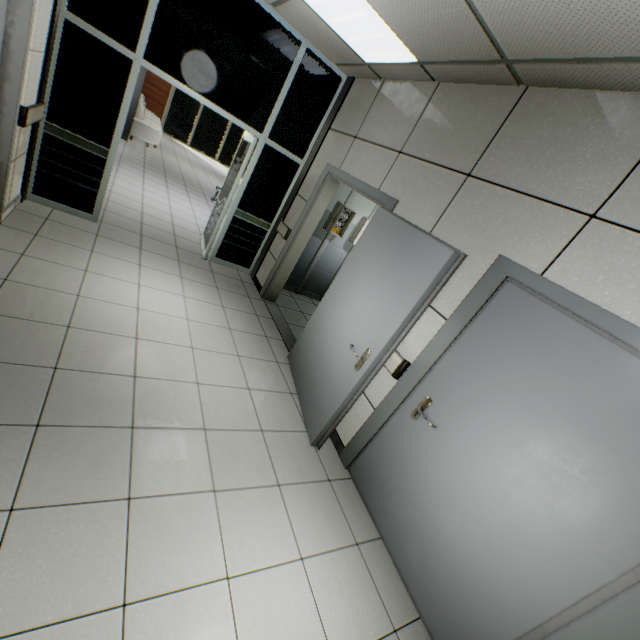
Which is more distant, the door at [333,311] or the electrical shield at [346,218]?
the electrical shield at [346,218]

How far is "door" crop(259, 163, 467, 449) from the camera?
2.4 meters

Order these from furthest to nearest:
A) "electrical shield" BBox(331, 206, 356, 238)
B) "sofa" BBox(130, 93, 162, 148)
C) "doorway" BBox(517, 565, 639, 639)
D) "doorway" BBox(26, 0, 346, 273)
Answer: "sofa" BBox(130, 93, 162, 148) < "electrical shield" BBox(331, 206, 356, 238) < "doorway" BBox(26, 0, 346, 273) < "doorway" BBox(517, 565, 639, 639)

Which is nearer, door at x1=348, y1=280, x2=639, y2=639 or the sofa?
door at x1=348, y1=280, x2=639, y2=639

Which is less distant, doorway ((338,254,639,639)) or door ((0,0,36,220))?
doorway ((338,254,639,639))

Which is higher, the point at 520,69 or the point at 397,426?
the point at 520,69

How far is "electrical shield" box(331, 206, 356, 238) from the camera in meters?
5.5

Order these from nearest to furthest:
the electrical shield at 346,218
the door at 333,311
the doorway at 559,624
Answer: the doorway at 559,624
the door at 333,311
the electrical shield at 346,218
